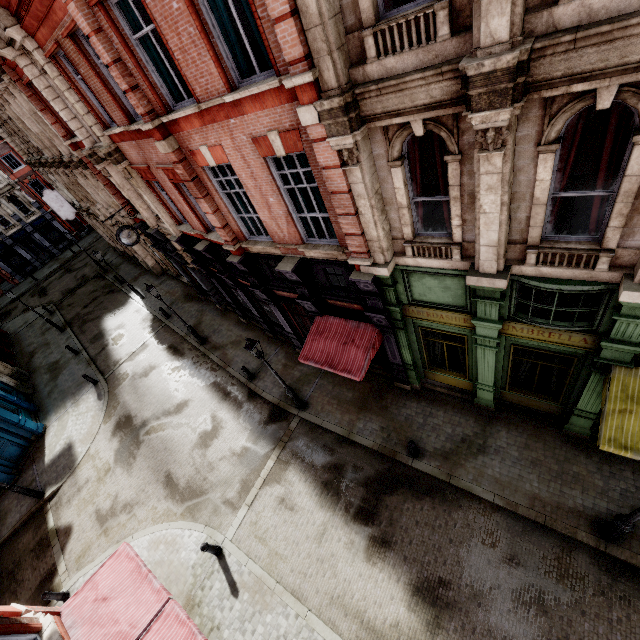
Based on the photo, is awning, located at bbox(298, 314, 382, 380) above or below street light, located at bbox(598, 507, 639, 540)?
above

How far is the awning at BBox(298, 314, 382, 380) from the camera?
10.18m

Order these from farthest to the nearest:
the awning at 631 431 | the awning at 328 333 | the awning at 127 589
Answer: the awning at 328 333 < the awning at 127 589 < the awning at 631 431

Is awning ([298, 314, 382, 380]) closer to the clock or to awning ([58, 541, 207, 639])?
awning ([58, 541, 207, 639])

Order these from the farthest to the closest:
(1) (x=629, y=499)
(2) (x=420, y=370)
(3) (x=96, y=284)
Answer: (3) (x=96, y=284), (2) (x=420, y=370), (1) (x=629, y=499)

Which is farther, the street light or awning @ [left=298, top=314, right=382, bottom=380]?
awning @ [left=298, top=314, right=382, bottom=380]

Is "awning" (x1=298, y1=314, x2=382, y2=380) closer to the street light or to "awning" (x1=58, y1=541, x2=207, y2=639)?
the street light

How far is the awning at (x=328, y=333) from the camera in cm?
1018
